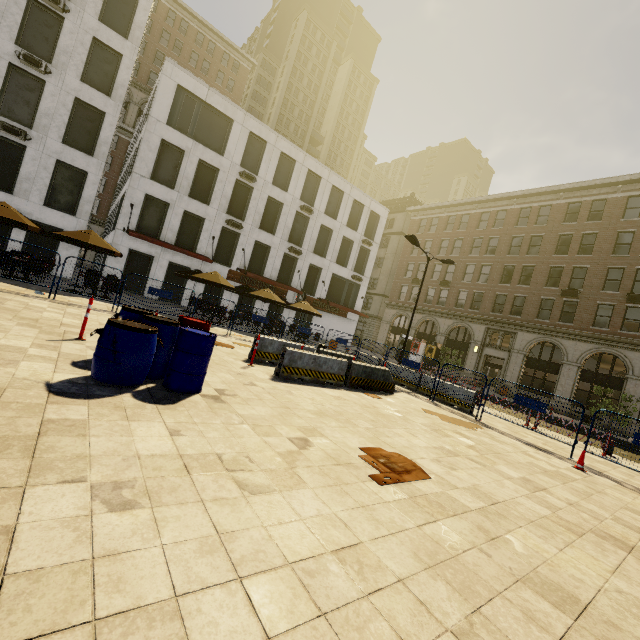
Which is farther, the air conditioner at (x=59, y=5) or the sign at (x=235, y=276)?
the sign at (x=235, y=276)

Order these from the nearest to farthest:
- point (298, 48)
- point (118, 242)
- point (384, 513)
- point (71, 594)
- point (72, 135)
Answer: point (71, 594) < point (384, 513) < point (72, 135) < point (118, 242) < point (298, 48)

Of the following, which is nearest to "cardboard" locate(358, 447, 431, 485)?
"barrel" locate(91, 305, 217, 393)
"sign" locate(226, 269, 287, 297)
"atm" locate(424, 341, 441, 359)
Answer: "barrel" locate(91, 305, 217, 393)

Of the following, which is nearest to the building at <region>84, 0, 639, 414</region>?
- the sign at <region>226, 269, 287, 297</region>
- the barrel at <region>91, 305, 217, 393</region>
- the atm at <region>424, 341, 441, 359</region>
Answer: the atm at <region>424, 341, 441, 359</region>

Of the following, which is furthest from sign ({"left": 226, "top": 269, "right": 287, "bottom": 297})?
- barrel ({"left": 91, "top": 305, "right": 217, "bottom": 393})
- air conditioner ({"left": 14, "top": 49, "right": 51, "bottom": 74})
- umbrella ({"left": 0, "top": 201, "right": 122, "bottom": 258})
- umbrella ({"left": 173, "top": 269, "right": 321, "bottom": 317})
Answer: barrel ({"left": 91, "top": 305, "right": 217, "bottom": 393})

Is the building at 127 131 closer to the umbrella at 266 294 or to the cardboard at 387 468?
the umbrella at 266 294

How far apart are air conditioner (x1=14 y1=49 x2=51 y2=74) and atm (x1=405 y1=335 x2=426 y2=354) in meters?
36.1 m

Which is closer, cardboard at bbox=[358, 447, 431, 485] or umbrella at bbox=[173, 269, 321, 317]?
cardboard at bbox=[358, 447, 431, 485]
